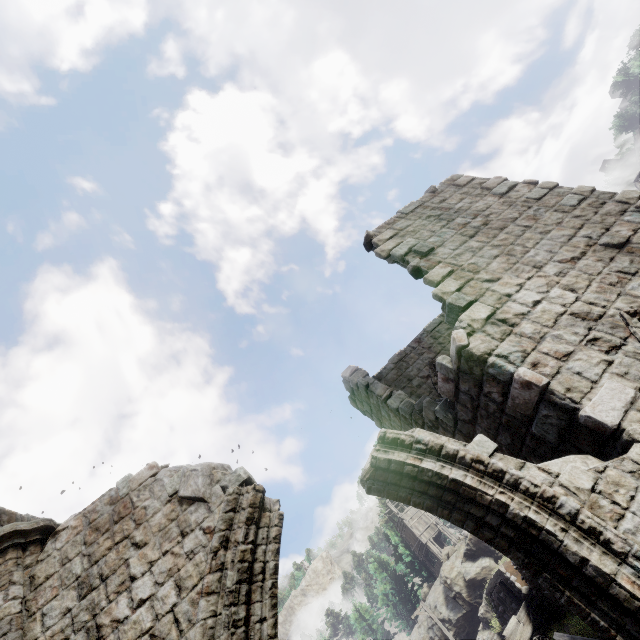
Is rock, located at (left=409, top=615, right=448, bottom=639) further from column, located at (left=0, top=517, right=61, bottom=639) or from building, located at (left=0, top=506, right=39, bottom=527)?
column, located at (left=0, top=517, right=61, bottom=639)

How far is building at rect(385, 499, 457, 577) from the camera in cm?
3641

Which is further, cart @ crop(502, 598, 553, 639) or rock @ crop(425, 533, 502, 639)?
rock @ crop(425, 533, 502, 639)

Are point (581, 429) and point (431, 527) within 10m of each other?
no

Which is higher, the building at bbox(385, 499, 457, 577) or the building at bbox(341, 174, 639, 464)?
the building at bbox(385, 499, 457, 577)

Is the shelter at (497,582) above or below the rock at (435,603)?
below

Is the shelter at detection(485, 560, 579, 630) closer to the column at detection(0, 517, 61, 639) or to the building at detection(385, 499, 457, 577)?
the building at detection(385, 499, 457, 577)

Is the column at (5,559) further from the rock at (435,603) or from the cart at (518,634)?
the rock at (435,603)
